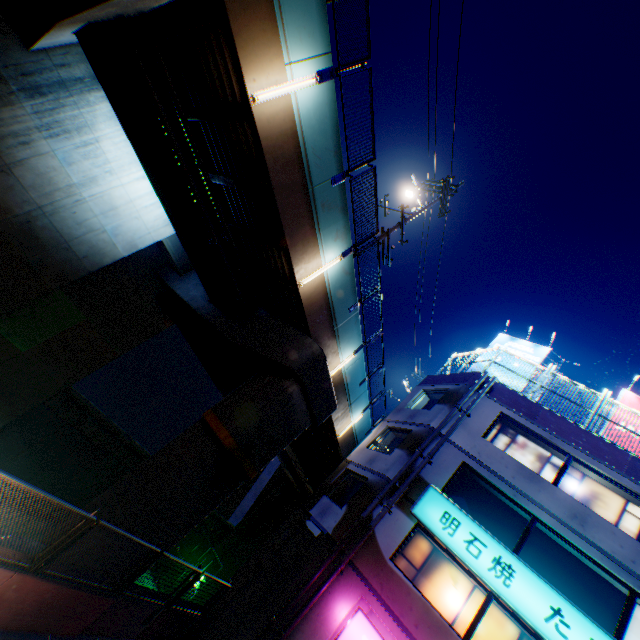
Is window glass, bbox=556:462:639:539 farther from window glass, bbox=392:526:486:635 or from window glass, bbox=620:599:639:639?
window glass, bbox=392:526:486:635

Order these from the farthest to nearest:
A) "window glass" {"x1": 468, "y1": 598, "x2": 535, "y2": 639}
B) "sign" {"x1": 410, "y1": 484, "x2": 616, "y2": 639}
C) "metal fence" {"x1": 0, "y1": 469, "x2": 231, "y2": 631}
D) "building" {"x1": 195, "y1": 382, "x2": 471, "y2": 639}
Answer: "building" {"x1": 195, "y1": 382, "x2": 471, "y2": 639}, "window glass" {"x1": 468, "y1": 598, "x2": 535, "y2": 639}, "sign" {"x1": 410, "y1": 484, "x2": 616, "y2": 639}, "metal fence" {"x1": 0, "y1": 469, "x2": 231, "y2": 631}

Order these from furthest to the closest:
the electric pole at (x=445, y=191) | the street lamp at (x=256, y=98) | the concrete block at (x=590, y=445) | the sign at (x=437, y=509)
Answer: the electric pole at (x=445, y=191) < the concrete block at (x=590, y=445) < the sign at (x=437, y=509) < the street lamp at (x=256, y=98)

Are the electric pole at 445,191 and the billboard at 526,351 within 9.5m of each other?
yes

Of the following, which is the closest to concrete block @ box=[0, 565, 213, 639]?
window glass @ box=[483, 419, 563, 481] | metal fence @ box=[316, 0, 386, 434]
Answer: metal fence @ box=[316, 0, 386, 434]

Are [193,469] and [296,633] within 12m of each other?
yes

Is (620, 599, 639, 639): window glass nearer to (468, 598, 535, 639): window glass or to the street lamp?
(468, 598, 535, 639): window glass

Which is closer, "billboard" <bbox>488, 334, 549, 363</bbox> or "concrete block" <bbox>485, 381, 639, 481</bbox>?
"concrete block" <bbox>485, 381, 639, 481</bbox>
